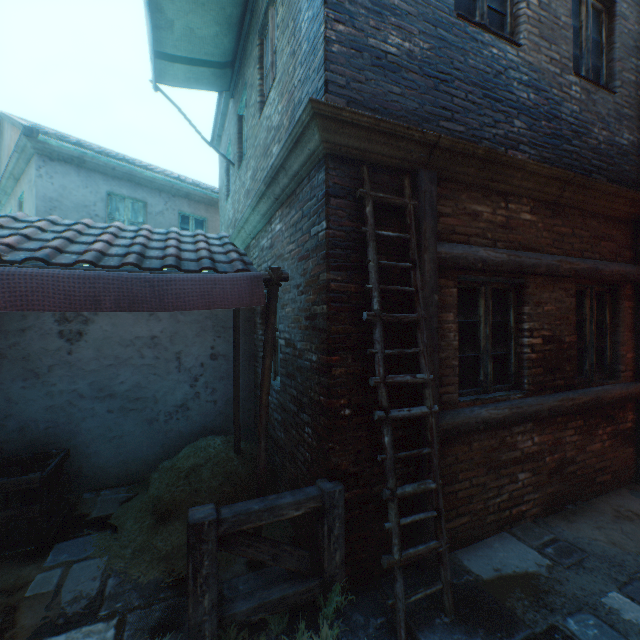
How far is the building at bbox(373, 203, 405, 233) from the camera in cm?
289

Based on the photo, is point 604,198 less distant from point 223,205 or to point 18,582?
point 18,582

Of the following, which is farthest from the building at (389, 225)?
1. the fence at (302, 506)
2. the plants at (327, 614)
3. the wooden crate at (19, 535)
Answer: the wooden crate at (19, 535)

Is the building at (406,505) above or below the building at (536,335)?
Result: below

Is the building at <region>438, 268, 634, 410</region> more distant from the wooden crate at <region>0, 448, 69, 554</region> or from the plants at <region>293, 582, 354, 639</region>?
the wooden crate at <region>0, 448, 69, 554</region>

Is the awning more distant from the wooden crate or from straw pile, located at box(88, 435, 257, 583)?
the wooden crate

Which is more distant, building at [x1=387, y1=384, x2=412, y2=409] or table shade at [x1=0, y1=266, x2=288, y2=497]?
building at [x1=387, y1=384, x2=412, y2=409]

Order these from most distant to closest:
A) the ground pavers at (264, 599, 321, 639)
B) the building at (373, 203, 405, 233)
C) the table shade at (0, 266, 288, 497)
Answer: the building at (373, 203, 405, 233), the ground pavers at (264, 599, 321, 639), the table shade at (0, 266, 288, 497)
